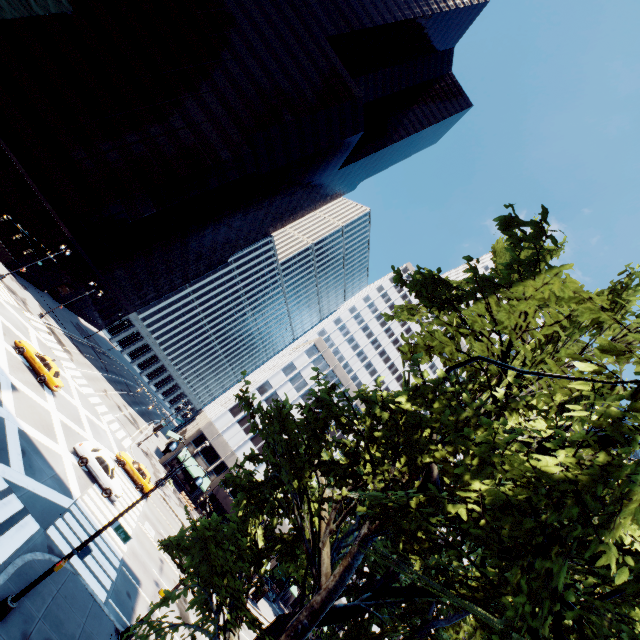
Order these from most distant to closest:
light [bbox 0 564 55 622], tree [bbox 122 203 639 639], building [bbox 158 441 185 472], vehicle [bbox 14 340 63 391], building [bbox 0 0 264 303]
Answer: building [bbox 158 441 185 472]
building [bbox 0 0 264 303]
vehicle [bbox 14 340 63 391]
light [bbox 0 564 55 622]
tree [bbox 122 203 639 639]

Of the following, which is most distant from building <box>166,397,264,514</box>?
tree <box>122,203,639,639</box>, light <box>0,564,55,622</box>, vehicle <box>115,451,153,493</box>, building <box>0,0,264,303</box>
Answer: light <box>0,564,55,622</box>

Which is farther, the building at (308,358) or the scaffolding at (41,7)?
the building at (308,358)

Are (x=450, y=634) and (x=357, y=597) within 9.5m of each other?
yes

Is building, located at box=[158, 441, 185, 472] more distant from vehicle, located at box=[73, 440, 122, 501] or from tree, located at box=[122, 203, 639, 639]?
vehicle, located at box=[73, 440, 122, 501]

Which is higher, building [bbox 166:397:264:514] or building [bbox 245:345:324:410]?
building [bbox 245:345:324:410]

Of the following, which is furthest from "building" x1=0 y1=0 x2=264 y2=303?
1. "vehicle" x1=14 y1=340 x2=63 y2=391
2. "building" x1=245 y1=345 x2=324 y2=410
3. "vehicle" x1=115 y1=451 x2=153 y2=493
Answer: "building" x1=245 y1=345 x2=324 y2=410
